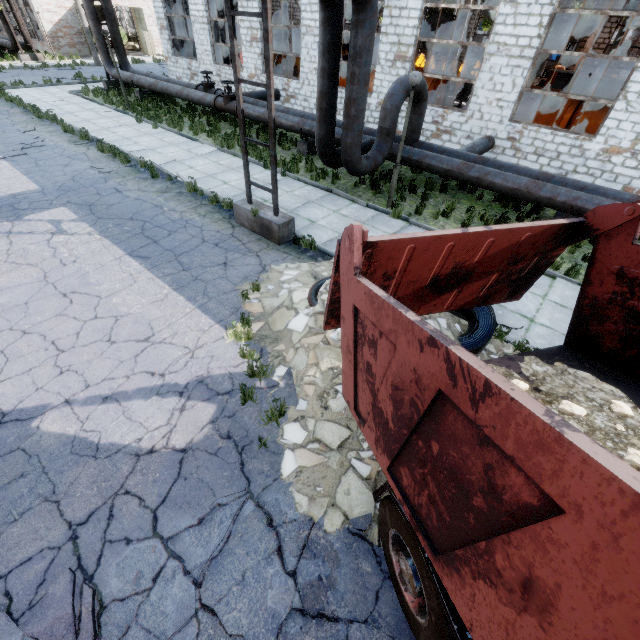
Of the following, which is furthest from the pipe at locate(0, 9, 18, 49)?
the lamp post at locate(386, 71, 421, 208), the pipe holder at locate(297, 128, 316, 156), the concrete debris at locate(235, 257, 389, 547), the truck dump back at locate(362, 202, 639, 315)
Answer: the truck dump back at locate(362, 202, 639, 315)

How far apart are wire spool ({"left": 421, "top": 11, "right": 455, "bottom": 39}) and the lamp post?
13.05m

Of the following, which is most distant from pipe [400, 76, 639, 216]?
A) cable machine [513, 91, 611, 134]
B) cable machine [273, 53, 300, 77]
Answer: cable machine [273, 53, 300, 77]

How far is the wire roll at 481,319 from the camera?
5.3m

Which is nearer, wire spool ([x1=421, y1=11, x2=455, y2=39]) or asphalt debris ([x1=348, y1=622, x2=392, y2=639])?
asphalt debris ([x1=348, y1=622, x2=392, y2=639])

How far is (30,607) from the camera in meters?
3.2

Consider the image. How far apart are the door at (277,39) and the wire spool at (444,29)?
16.9 meters

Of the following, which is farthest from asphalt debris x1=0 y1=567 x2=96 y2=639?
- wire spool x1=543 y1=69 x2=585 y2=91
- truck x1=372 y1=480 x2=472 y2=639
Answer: wire spool x1=543 y1=69 x2=585 y2=91
